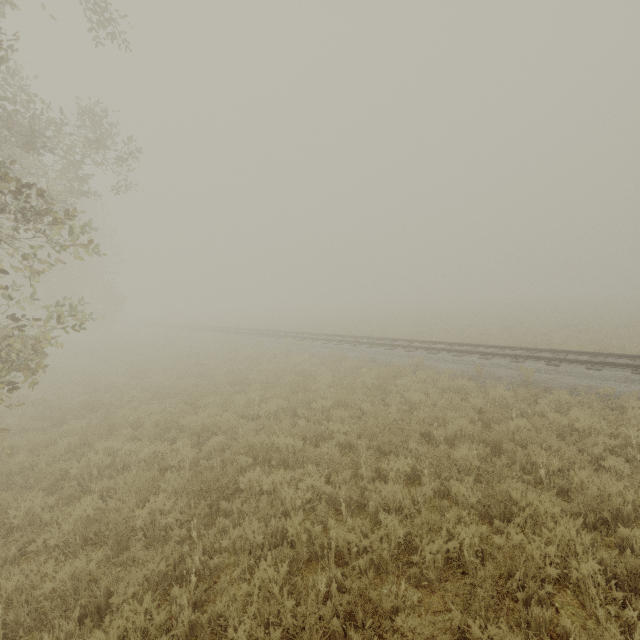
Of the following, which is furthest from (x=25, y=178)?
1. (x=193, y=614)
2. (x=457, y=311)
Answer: (x=457, y=311)
